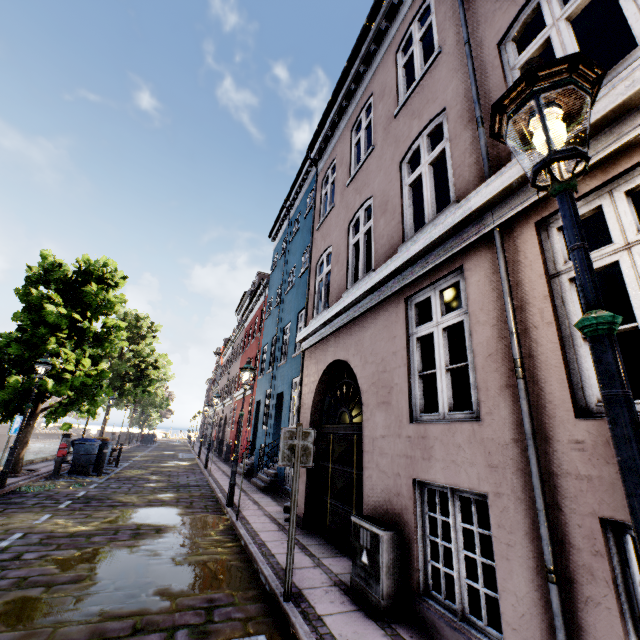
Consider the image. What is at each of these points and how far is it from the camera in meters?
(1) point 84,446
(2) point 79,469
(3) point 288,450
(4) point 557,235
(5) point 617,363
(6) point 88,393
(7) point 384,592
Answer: (1) trash bin, 13.2
(2) trash bin, 12.9
(3) sign, 4.3
(4) building, 2.9
(5) street light, 1.3
(6) tree, 12.8
(7) electrical box, 3.6

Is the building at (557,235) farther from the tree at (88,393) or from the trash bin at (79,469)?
the trash bin at (79,469)

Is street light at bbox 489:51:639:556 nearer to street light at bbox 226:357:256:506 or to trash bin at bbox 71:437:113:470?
street light at bbox 226:357:256:506

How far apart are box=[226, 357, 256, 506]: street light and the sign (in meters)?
5.19

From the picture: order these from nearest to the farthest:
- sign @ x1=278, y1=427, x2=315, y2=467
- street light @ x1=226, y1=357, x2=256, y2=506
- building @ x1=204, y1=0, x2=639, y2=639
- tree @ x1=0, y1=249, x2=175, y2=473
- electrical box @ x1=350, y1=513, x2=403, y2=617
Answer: building @ x1=204, y1=0, x2=639, y2=639 → electrical box @ x1=350, y1=513, x2=403, y2=617 → sign @ x1=278, y1=427, x2=315, y2=467 → street light @ x1=226, y1=357, x2=256, y2=506 → tree @ x1=0, y1=249, x2=175, y2=473

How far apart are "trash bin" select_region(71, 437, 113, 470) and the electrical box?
13.38m

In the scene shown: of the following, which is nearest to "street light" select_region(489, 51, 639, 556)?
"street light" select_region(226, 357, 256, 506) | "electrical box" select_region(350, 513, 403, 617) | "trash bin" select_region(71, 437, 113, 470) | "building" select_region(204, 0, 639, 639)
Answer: "building" select_region(204, 0, 639, 639)

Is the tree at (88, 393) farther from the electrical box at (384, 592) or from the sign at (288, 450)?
the electrical box at (384, 592)
